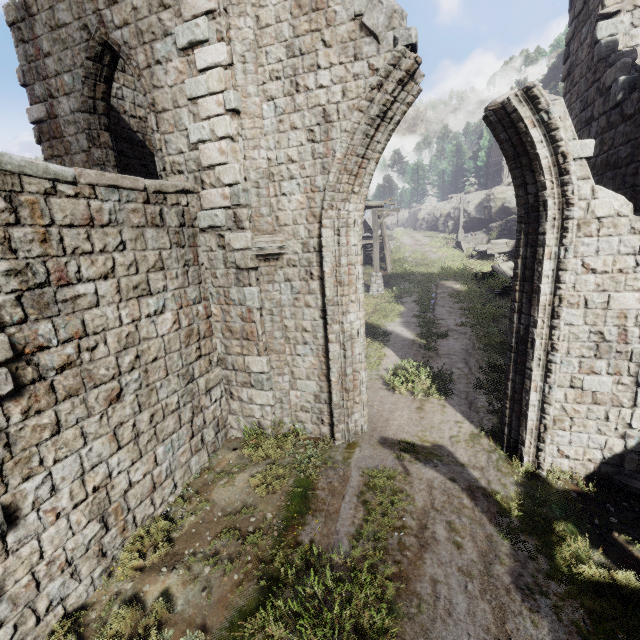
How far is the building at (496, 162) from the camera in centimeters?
3872cm

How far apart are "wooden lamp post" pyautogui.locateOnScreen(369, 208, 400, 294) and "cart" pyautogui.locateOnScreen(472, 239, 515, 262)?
8.9 meters

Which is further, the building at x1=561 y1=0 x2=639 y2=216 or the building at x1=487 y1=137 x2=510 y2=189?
the building at x1=487 y1=137 x2=510 y2=189

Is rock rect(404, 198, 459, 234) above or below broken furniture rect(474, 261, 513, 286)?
above

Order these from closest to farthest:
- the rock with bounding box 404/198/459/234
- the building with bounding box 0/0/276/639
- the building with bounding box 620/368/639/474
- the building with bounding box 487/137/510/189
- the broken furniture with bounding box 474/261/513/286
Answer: the building with bounding box 0/0/276/639, the building with bounding box 620/368/639/474, the broken furniture with bounding box 474/261/513/286, the building with bounding box 487/137/510/189, the rock with bounding box 404/198/459/234

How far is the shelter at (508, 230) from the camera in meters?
27.0 m

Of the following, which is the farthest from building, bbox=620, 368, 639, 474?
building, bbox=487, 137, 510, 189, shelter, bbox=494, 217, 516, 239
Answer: building, bbox=487, 137, 510, 189

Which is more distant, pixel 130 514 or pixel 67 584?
pixel 130 514
